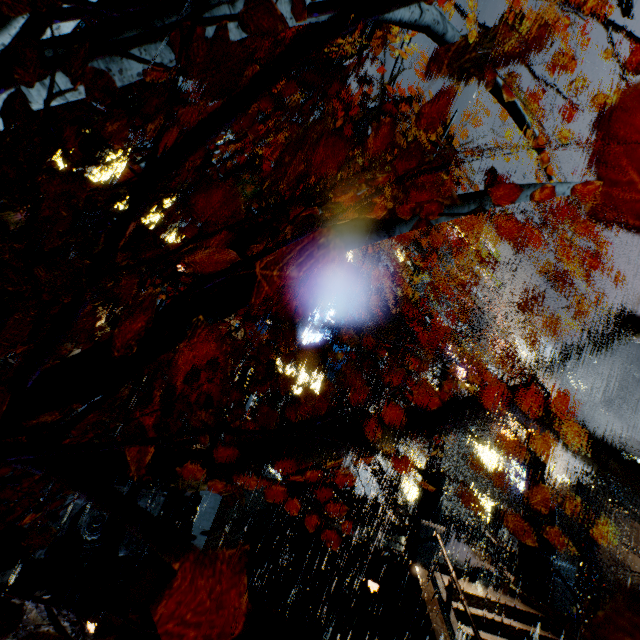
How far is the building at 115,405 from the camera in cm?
1287

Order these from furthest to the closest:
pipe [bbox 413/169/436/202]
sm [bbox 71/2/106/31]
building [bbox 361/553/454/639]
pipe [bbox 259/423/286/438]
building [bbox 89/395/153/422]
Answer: pipe [bbox 413/169/436/202] < pipe [bbox 259/423/286/438] < sm [bbox 71/2/106/31] < building [bbox 89/395/153/422] < building [bbox 361/553/454/639]

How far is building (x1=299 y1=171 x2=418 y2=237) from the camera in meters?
32.8

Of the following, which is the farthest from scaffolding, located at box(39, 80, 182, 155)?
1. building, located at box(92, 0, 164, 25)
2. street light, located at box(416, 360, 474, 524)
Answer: street light, located at box(416, 360, 474, 524)

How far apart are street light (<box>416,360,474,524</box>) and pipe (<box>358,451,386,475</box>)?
11.7 meters

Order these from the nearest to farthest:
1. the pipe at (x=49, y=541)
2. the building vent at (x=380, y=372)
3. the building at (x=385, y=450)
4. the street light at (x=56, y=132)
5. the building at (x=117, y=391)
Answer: the pipe at (x=49, y=541) < the street light at (x=56, y=132) < the building at (x=117, y=391) < the building vent at (x=380, y=372) < the building at (x=385, y=450)

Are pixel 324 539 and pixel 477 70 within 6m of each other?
no

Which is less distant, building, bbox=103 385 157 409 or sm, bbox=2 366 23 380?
sm, bbox=2 366 23 380
